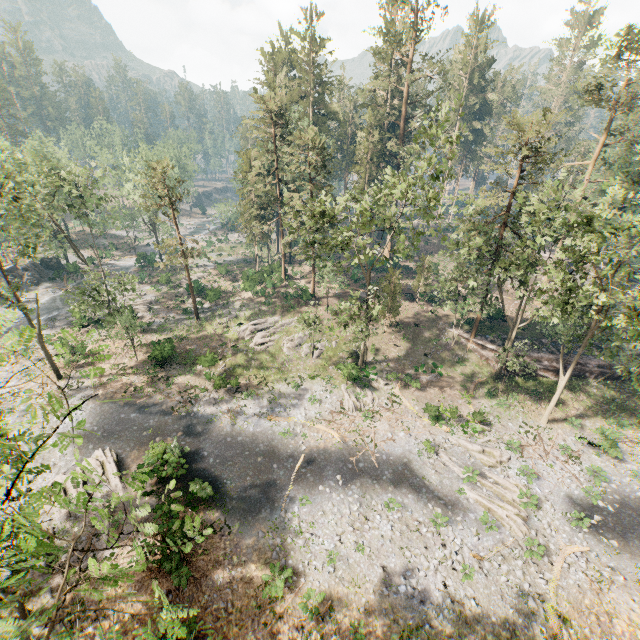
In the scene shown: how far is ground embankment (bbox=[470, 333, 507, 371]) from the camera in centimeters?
3359cm

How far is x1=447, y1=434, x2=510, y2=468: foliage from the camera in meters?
24.5 m

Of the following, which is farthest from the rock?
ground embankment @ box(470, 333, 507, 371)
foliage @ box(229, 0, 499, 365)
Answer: ground embankment @ box(470, 333, 507, 371)

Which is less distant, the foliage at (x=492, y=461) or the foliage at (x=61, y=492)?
the foliage at (x=61, y=492)

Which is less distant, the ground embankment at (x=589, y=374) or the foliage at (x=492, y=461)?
the foliage at (x=492, y=461)

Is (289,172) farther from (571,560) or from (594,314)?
(571,560)

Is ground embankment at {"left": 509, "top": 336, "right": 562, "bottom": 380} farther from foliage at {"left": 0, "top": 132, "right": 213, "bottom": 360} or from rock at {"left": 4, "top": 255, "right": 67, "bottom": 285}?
rock at {"left": 4, "top": 255, "right": 67, "bottom": 285}

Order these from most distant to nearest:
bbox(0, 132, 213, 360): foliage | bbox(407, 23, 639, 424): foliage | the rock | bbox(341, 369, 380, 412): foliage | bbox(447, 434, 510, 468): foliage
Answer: the rock, bbox(0, 132, 213, 360): foliage, bbox(341, 369, 380, 412): foliage, bbox(447, 434, 510, 468): foliage, bbox(407, 23, 639, 424): foliage
